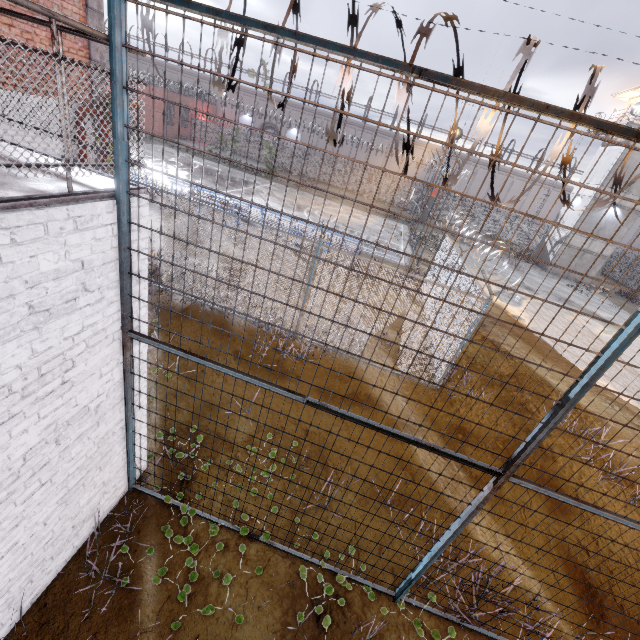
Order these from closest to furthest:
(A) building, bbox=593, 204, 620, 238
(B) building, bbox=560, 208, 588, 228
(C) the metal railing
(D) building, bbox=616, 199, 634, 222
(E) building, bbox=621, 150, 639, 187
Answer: (C) the metal railing, (E) building, bbox=621, 150, 639, 187, (D) building, bbox=616, 199, 634, 222, (A) building, bbox=593, 204, 620, 238, (B) building, bbox=560, 208, 588, 228

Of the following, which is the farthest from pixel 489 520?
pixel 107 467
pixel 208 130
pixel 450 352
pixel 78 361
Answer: pixel 208 130

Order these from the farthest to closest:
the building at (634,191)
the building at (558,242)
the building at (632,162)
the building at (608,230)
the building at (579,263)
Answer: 1. the building at (558,242)
2. the building at (579,263)
3. the building at (608,230)
4. the building at (634,191)
5. the building at (632,162)

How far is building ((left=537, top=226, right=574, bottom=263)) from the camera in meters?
28.6 m

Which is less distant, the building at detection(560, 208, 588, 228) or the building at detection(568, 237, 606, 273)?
the building at detection(560, 208, 588, 228)

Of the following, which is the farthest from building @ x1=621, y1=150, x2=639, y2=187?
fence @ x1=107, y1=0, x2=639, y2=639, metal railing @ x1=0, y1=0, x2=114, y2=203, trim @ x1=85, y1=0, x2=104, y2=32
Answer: metal railing @ x1=0, y1=0, x2=114, y2=203

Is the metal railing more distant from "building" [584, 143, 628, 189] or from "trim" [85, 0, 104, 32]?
"building" [584, 143, 628, 189]

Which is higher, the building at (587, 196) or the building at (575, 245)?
the building at (587, 196)
